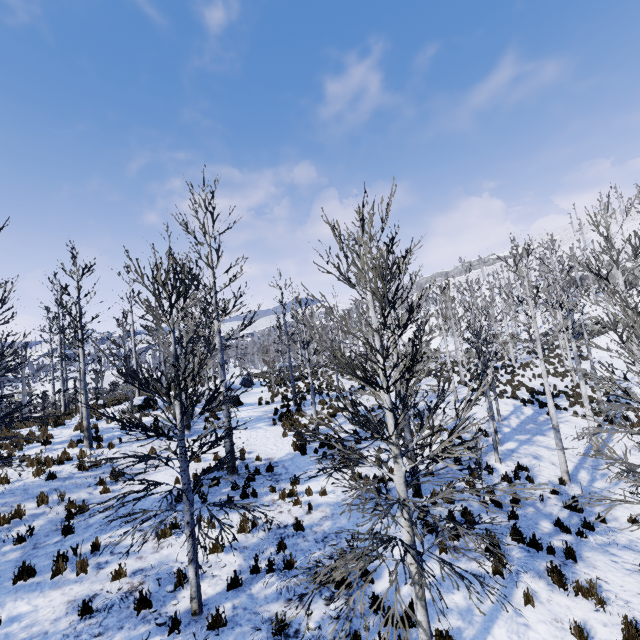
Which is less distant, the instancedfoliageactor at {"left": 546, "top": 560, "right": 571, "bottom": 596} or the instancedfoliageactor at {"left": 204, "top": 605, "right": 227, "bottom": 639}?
the instancedfoliageactor at {"left": 204, "top": 605, "right": 227, "bottom": 639}

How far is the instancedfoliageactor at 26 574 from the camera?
6.86m

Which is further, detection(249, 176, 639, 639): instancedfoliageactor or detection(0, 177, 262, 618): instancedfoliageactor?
detection(0, 177, 262, 618): instancedfoliageactor

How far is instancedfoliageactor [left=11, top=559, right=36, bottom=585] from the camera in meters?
6.9

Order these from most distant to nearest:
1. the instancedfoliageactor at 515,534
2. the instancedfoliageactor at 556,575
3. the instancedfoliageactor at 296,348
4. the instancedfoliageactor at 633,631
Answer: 1. the instancedfoliageactor at 515,534
2. the instancedfoliageactor at 556,575
3. the instancedfoliageactor at 633,631
4. the instancedfoliageactor at 296,348

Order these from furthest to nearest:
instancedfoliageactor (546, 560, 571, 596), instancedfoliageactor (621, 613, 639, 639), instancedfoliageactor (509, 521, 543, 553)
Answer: instancedfoliageactor (509, 521, 543, 553), instancedfoliageactor (546, 560, 571, 596), instancedfoliageactor (621, 613, 639, 639)

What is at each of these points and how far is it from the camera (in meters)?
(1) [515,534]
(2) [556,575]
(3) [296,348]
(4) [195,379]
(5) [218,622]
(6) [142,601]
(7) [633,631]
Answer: (1) instancedfoliageactor, 8.30
(2) instancedfoliageactor, 6.96
(3) instancedfoliageactor, 47.81
(4) instancedfoliageactor, 7.62
(5) instancedfoliageactor, 5.92
(6) instancedfoliageactor, 6.37
(7) instancedfoliageactor, 5.69
